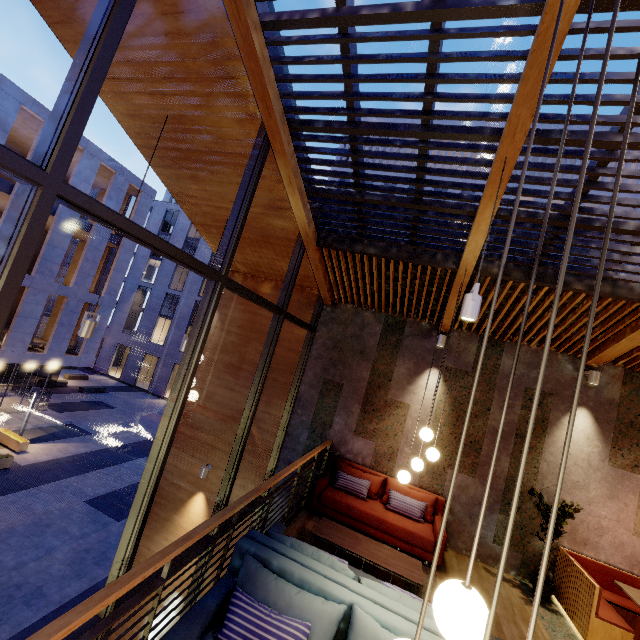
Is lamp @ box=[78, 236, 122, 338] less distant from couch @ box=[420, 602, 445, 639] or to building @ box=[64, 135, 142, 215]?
couch @ box=[420, 602, 445, 639]

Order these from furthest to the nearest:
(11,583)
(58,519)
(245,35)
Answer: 1. (58,519)
2. (11,583)
3. (245,35)

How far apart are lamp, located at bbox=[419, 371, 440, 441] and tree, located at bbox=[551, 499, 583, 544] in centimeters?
295cm

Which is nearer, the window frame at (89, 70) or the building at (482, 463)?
the window frame at (89, 70)

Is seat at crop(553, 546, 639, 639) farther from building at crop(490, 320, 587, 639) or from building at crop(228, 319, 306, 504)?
building at crop(228, 319, 306, 504)

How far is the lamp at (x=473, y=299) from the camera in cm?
302

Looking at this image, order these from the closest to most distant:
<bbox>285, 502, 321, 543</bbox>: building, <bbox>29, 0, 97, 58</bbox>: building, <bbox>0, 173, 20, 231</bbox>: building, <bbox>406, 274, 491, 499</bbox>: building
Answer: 1. <bbox>29, 0, 97, 58</bbox>: building
2. <bbox>285, 502, 321, 543</bbox>: building
3. <bbox>406, 274, 491, 499</bbox>: building
4. <bbox>0, 173, 20, 231</bbox>: building

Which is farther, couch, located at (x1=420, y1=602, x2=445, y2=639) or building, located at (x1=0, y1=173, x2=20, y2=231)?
building, located at (x1=0, y1=173, x2=20, y2=231)
